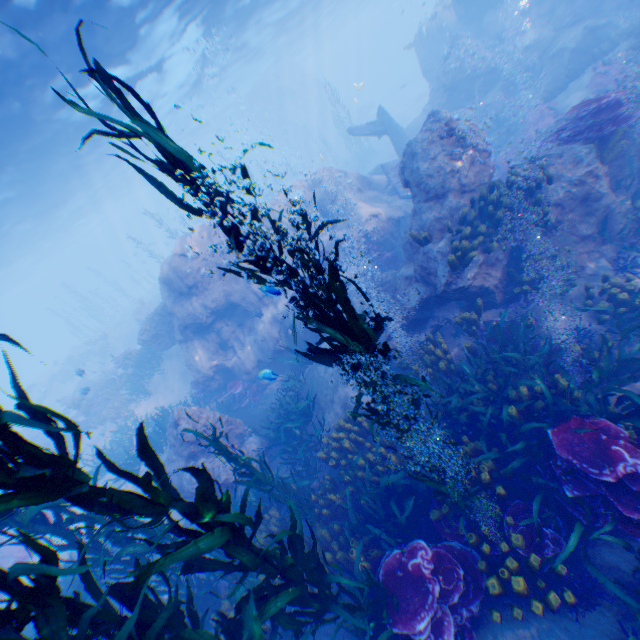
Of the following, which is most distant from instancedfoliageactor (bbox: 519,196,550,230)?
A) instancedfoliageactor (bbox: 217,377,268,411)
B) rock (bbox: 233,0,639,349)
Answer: instancedfoliageactor (bbox: 217,377,268,411)

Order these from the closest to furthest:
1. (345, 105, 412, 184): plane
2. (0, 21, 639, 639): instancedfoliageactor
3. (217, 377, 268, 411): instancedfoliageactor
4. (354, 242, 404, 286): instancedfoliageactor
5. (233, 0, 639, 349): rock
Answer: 1. (0, 21, 639, 639): instancedfoliageactor
2. (233, 0, 639, 349): rock
3. (354, 242, 404, 286): instancedfoliageactor
4. (217, 377, 268, 411): instancedfoliageactor
5. (345, 105, 412, 184): plane

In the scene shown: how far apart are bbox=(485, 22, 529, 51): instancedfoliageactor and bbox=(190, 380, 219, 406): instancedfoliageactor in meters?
23.4 m

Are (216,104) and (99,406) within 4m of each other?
no

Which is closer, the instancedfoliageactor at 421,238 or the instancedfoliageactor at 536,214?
the instancedfoliageactor at 536,214

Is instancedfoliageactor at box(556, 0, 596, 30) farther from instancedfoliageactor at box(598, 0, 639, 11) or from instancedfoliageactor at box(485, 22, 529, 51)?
instancedfoliageactor at box(485, 22, 529, 51)

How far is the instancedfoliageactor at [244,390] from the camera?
12.95m

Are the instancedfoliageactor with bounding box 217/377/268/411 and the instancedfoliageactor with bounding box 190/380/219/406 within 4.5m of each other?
yes
